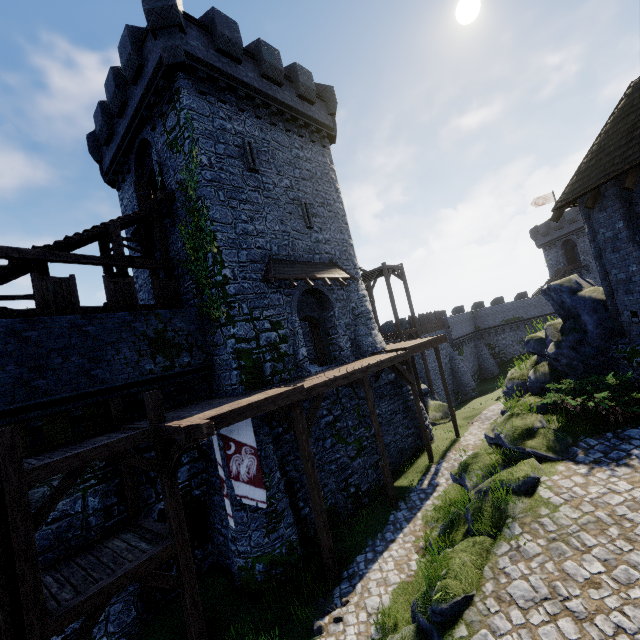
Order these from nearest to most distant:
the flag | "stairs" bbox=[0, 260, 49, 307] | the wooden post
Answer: the flag
the wooden post
"stairs" bbox=[0, 260, 49, 307]

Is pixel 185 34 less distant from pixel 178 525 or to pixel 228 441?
pixel 228 441

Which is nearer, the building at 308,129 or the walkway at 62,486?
the walkway at 62,486

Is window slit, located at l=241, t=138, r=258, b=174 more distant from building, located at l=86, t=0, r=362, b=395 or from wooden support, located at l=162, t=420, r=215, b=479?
wooden support, located at l=162, t=420, r=215, b=479

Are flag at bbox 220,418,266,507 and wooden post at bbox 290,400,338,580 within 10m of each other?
yes

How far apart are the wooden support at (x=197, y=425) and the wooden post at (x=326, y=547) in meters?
3.2 m

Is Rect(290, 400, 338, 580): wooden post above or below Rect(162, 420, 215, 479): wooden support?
below

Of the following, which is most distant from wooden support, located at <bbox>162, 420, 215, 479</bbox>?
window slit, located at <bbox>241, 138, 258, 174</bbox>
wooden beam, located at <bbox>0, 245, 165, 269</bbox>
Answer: window slit, located at <bbox>241, 138, 258, 174</bbox>
